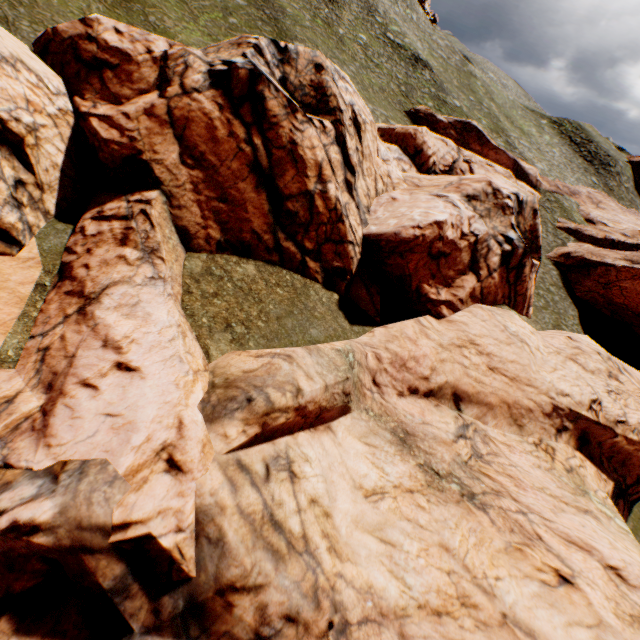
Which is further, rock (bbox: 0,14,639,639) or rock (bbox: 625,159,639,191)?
rock (bbox: 625,159,639,191)

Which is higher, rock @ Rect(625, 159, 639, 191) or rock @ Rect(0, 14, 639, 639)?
rock @ Rect(625, 159, 639, 191)

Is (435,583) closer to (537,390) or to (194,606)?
(194,606)

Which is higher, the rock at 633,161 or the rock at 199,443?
the rock at 633,161

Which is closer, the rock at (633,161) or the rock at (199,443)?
the rock at (199,443)
